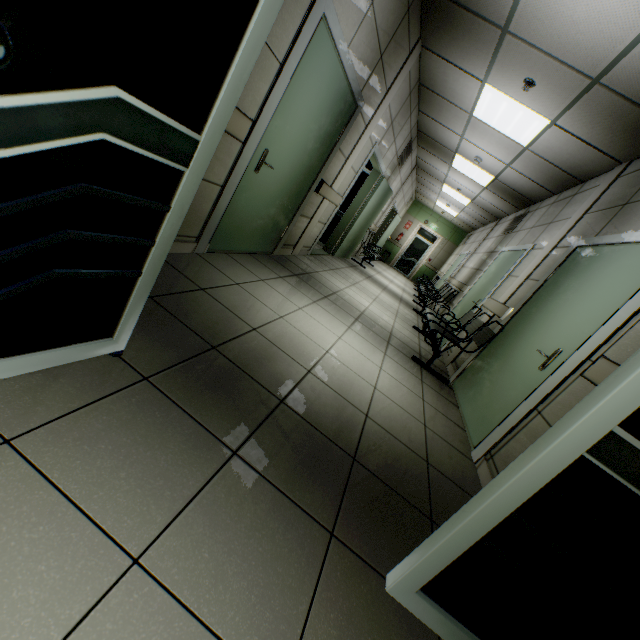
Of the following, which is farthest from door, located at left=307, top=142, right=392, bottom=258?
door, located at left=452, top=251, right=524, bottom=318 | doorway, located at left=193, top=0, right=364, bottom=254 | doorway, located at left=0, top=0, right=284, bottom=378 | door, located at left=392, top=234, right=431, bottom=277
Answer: door, located at left=392, top=234, right=431, bottom=277

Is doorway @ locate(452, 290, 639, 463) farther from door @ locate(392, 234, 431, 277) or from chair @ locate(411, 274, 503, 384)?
door @ locate(392, 234, 431, 277)

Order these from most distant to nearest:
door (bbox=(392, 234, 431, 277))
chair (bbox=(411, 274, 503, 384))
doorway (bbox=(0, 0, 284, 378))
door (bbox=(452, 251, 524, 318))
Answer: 1. door (bbox=(392, 234, 431, 277))
2. door (bbox=(452, 251, 524, 318))
3. chair (bbox=(411, 274, 503, 384))
4. doorway (bbox=(0, 0, 284, 378))

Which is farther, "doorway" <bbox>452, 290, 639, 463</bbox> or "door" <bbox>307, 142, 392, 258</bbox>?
"door" <bbox>307, 142, 392, 258</bbox>

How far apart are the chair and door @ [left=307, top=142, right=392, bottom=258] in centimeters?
228cm

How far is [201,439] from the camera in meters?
1.3

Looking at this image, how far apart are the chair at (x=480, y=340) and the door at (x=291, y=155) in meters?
2.3 m

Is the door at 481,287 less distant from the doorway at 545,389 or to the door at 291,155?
the doorway at 545,389
